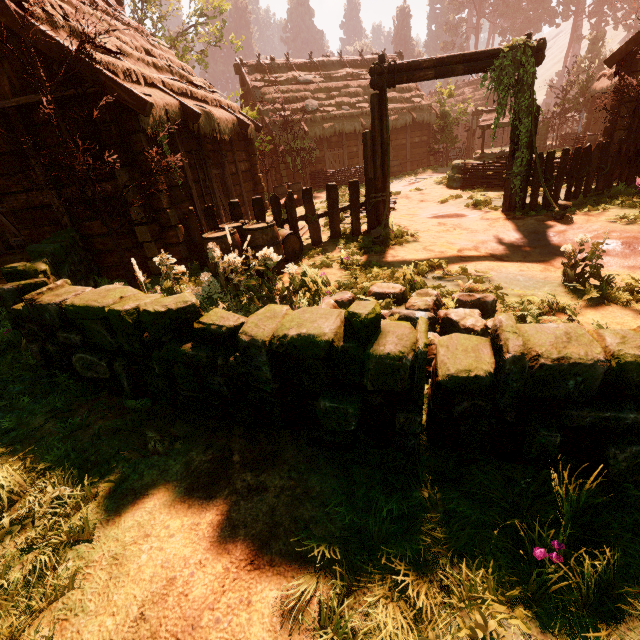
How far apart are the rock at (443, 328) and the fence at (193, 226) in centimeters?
333cm

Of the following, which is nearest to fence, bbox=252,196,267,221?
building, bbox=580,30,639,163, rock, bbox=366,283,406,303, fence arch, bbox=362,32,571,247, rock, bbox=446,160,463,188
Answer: fence arch, bbox=362,32,571,247

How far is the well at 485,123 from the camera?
16.91m

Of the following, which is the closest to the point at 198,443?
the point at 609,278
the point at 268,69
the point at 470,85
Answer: the point at 609,278

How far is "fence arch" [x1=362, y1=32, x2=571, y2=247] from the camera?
7.0m

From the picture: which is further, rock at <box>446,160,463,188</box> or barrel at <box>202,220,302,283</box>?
rock at <box>446,160,463,188</box>

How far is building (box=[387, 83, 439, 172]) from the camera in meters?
22.0

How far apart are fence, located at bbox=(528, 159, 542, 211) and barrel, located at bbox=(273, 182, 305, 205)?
8.9 meters
